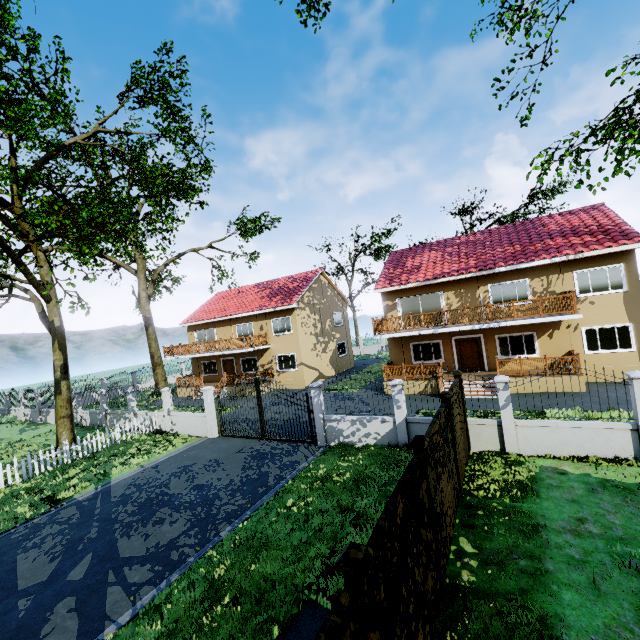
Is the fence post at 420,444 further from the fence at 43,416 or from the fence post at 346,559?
the fence post at 346,559

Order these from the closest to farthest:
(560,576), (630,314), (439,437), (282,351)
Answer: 1. (560,576)
2. (439,437)
3. (630,314)
4. (282,351)

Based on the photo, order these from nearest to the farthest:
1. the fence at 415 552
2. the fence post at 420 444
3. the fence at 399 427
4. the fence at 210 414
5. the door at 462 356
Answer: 1. the fence at 415 552
2. the fence post at 420 444
3. the fence at 399 427
4. the fence at 210 414
5. the door at 462 356

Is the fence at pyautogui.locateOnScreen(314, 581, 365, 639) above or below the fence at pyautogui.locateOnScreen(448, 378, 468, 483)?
above

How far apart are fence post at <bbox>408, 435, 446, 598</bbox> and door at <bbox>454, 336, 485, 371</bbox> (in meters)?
15.78

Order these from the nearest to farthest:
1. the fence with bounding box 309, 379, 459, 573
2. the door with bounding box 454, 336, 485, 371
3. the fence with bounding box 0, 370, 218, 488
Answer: the fence with bounding box 309, 379, 459, 573 < the fence with bounding box 0, 370, 218, 488 < the door with bounding box 454, 336, 485, 371

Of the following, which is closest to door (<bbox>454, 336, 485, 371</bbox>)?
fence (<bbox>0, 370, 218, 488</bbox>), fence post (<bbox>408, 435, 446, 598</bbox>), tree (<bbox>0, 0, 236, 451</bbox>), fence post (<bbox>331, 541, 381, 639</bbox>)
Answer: fence (<bbox>0, 370, 218, 488</bbox>)

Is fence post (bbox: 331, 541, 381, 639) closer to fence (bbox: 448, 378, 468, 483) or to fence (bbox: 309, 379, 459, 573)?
fence (bbox: 309, 379, 459, 573)
